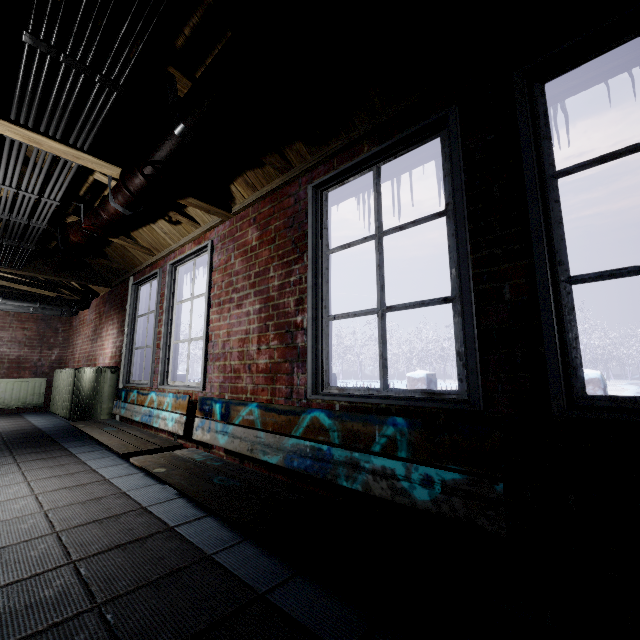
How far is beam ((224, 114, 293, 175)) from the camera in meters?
1.8 m

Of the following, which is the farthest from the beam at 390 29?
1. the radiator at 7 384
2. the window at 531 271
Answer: the radiator at 7 384

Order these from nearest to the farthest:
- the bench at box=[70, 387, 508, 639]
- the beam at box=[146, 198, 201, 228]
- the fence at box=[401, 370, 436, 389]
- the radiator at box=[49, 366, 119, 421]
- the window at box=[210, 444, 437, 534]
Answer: the bench at box=[70, 387, 508, 639], the window at box=[210, 444, 437, 534], the beam at box=[146, 198, 201, 228], the radiator at box=[49, 366, 119, 421], the fence at box=[401, 370, 436, 389]

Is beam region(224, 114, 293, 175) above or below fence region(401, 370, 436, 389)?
above

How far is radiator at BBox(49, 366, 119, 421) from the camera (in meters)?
3.97

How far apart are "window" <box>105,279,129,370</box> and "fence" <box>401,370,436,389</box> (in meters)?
3.75

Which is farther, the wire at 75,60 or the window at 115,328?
the window at 115,328

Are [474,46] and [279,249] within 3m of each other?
yes
